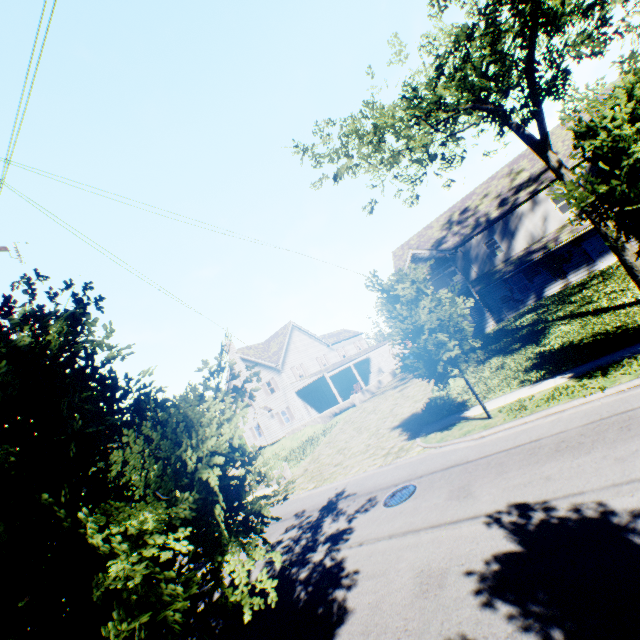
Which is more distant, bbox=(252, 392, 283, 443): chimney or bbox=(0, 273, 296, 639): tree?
bbox=(252, 392, 283, 443): chimney

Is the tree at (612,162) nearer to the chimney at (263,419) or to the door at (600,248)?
the door at (600,248)

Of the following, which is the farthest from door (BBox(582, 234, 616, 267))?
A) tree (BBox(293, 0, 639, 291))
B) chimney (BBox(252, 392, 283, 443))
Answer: chimney (BBox(252, 392, 283, 443))

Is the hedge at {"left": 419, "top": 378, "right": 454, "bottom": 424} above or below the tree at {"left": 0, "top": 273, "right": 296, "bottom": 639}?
below

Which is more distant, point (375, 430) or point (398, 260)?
point (398, 260)

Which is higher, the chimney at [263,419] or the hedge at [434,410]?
the chimney at [263,419]

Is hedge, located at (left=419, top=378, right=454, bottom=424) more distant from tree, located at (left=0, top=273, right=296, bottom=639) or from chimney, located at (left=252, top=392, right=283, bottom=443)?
chimney, located at (left=252, top=392, right=283, bottom=443)

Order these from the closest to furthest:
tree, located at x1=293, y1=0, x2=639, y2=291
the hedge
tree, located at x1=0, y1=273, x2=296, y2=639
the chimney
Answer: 1. tree, located at x1=0, y1=273, x2=296, y2=639
2. tree, located at x1=293, y1=0, x2=639, y2=291
3. the hedge
4. the chimney
